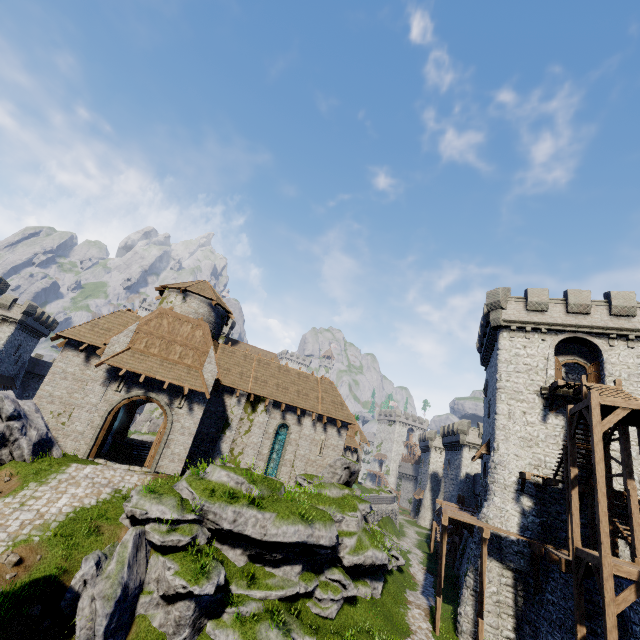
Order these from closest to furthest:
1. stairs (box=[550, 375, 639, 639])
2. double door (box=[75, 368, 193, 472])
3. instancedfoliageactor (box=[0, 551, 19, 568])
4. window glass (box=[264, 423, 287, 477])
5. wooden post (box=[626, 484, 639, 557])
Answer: instancedfoliageactor (box=[0, 551, 19, 568]) < stairs (box=[550, 375, 639, 639]) < wooden post (box=[626, 484, 639, 557]) < double door (box=[75, 368, 193, 472]) < window glass (box=[264, 423, 287, 477])

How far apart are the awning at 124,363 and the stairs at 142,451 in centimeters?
1118cm

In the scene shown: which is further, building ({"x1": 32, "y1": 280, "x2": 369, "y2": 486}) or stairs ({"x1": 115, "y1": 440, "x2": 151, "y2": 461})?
stairs ({"x1": 115, "y1": 440, "x2": 151, "y2": 461})

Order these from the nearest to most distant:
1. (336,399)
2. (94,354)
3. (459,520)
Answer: (94,354)
(459,520)
(336,399)

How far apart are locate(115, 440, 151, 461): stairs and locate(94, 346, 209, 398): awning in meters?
11.2

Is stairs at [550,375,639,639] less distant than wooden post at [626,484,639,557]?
Yes

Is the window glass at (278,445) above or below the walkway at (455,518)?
above

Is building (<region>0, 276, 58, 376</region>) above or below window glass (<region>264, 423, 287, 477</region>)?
above
